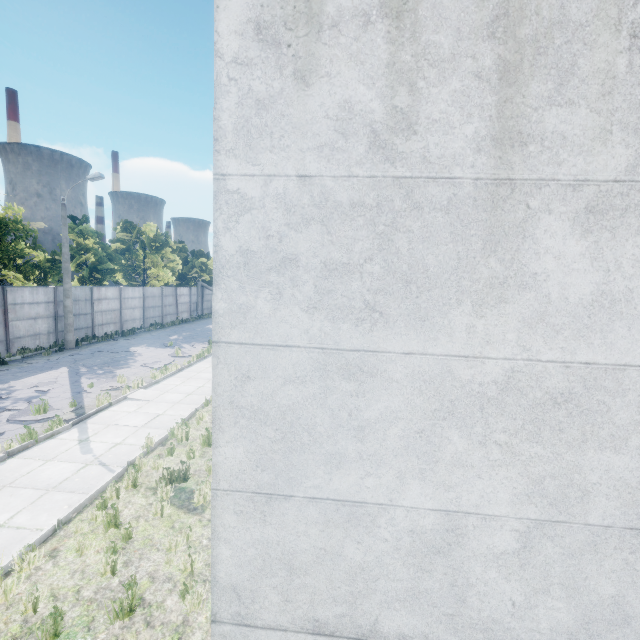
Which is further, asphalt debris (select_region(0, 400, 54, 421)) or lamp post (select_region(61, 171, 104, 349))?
lamp post (select_region(61, 171, 104, 349))

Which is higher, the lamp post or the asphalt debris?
the lamp post

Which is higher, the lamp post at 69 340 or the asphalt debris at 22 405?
the lamp post at 69 340

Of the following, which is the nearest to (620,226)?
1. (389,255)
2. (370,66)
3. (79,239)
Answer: (389,255)

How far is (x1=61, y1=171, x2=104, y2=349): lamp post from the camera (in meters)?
18.36

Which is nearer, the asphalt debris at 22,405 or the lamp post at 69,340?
the asphalt debris at 22,405
